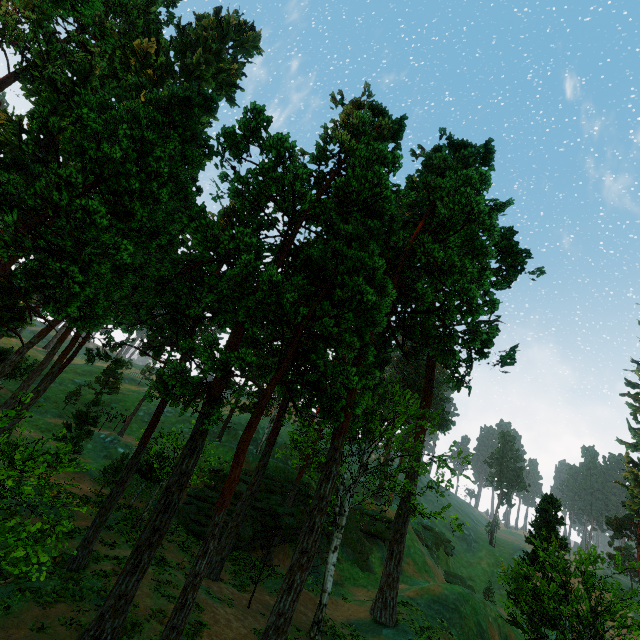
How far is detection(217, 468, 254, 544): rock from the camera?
29.3m

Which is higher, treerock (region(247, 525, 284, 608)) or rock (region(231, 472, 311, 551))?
rock (region(231, 472, 311, 551))

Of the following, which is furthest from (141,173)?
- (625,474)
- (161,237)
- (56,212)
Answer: (625,474)

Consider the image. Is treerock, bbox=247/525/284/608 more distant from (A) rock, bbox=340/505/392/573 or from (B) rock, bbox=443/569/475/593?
(B) rock, bbox=443/569/475/593

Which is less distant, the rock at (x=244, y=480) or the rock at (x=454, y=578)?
the rock at (x=244, y=480)

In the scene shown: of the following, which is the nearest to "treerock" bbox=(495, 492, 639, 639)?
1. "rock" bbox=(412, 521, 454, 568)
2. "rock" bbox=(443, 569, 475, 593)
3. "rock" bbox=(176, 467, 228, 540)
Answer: "rock" bbox=(176, 467, 228, 540)

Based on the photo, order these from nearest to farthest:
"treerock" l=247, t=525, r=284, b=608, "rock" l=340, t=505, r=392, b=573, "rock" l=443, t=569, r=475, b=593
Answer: "treerock" l=247, t=525, r=284, b=608, "rock" l=340, t=505, r=392, b=573, "rock" l=443, t=569, r=475, b=593

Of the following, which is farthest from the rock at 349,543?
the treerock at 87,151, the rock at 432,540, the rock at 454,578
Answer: the rock at 454,578
